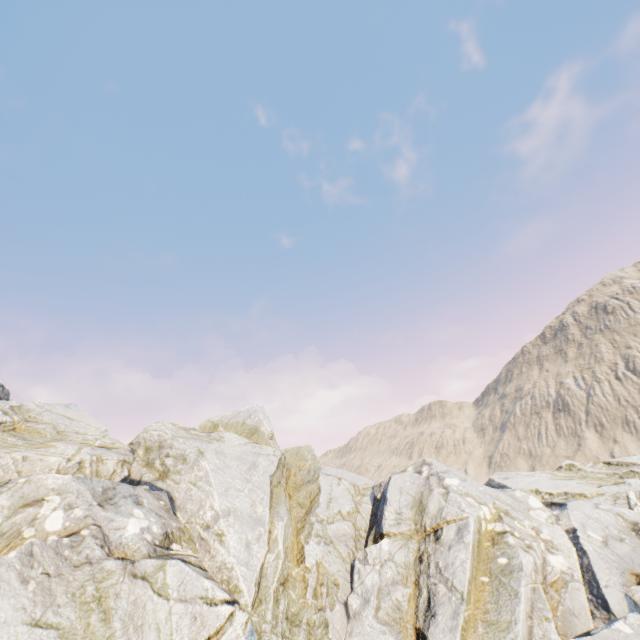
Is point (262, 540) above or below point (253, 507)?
below
